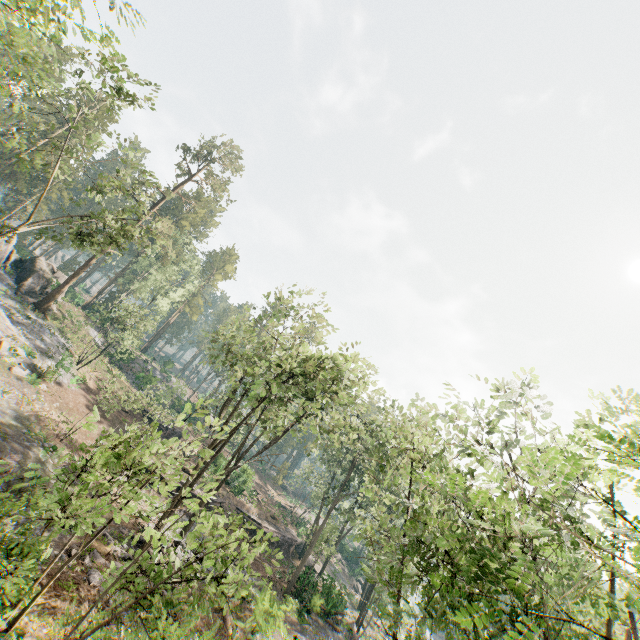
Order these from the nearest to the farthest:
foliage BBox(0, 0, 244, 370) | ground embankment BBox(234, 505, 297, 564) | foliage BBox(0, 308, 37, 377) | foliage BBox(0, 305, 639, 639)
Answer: foliage BBox(0, 305, 639, 639), foliage BBox(0, 0, 244, 370), foliage BBox(0, 308, 37, 377), ground embankment BBox(234, 505, 297, 564)

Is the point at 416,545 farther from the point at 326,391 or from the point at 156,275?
the point at 156,275

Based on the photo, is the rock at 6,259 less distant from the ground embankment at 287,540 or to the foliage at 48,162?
the foliage at 48,162

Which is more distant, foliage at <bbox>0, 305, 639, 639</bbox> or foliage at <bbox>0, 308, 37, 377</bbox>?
foliage at <bbox>0, 308, 37, 377</bbox>

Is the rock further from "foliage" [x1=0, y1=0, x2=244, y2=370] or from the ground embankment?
the ground embankment

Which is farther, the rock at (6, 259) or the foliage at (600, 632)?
the rock at (6, 259)

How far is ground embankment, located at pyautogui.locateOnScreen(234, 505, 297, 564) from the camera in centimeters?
3600cm
